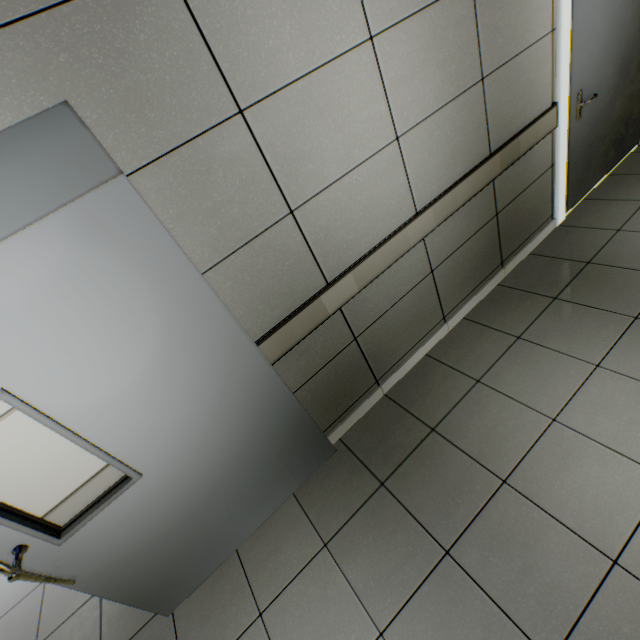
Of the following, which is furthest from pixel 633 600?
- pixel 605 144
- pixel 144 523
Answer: pixel 605 144

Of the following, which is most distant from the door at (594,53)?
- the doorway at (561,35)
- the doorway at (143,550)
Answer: the doorway at (143,550)

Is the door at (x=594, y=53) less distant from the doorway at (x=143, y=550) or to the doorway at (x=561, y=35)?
the doorway at (x=561, y=35)

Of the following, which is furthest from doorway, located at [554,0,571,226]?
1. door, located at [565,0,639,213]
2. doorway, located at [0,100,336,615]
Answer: doorway, located at [0,100,336,615]

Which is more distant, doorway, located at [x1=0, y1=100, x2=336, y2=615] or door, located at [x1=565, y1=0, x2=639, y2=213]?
door, located at [x1=565, y1=0, x2=639, y2=213]

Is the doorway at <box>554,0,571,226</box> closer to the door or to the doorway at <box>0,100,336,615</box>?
the door
